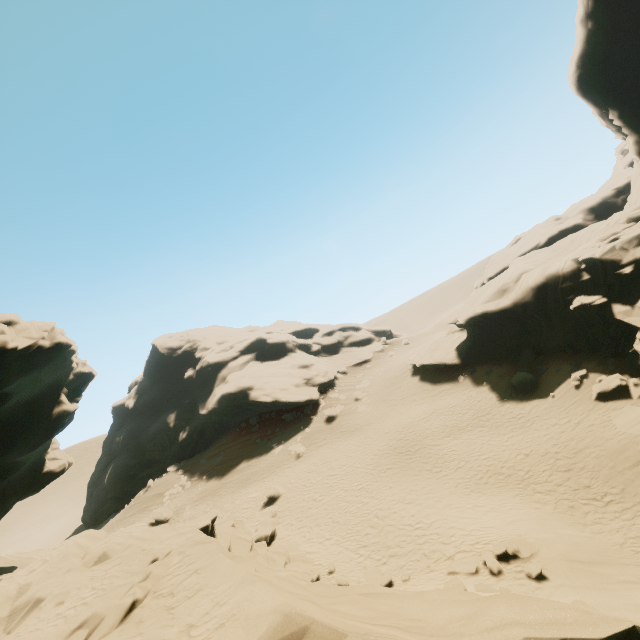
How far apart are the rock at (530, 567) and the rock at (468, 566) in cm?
71

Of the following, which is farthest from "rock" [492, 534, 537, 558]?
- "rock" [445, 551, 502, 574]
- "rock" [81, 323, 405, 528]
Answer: "rock" [81, 323, 405, 528]

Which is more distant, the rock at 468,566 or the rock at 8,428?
the rock at 468,566

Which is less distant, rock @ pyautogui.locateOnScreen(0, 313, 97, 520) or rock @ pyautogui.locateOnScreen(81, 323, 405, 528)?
rock @ pyautogui.locateOnScreen(0, 313, 97, 520)

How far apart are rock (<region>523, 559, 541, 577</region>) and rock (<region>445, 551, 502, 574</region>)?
0.7 meters

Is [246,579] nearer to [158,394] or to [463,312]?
[463,312]

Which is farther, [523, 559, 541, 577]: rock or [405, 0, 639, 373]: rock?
[405, 0, 639, 373]: rock

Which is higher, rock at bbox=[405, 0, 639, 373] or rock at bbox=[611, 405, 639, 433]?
rock at bbox=[405, 0, 639, 373]
